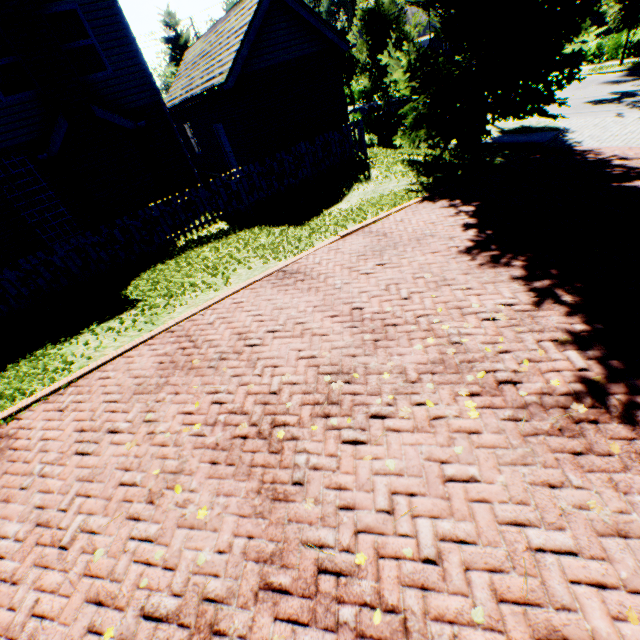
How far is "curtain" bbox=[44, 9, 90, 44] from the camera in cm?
907

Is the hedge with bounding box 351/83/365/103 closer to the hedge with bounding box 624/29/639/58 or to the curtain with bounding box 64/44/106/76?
the hedge with bounding box 624/29/639/58

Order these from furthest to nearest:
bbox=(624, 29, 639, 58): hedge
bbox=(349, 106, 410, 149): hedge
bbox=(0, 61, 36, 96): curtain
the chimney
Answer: bbox=(624, 29, 639, 58): hedge, bbox=(349, 106, 410, 149): hedge, bbox=(0, 61, 36, 96): curtain, the chimney

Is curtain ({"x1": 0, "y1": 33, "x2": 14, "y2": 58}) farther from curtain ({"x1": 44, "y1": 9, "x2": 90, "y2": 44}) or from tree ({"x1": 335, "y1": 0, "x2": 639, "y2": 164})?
tree ({"x1": 335, "y1": 0, "x2": 639, "y2": 164})

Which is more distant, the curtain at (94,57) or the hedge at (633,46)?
the hedge at (633,46)

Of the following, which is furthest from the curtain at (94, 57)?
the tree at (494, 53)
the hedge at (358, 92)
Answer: the hedge at (358, 92)

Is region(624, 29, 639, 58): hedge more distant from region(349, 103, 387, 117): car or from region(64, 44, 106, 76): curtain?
region(64, 44, 106, 76): curtain

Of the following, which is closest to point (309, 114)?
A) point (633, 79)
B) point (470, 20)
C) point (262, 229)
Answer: point (470, 20)
